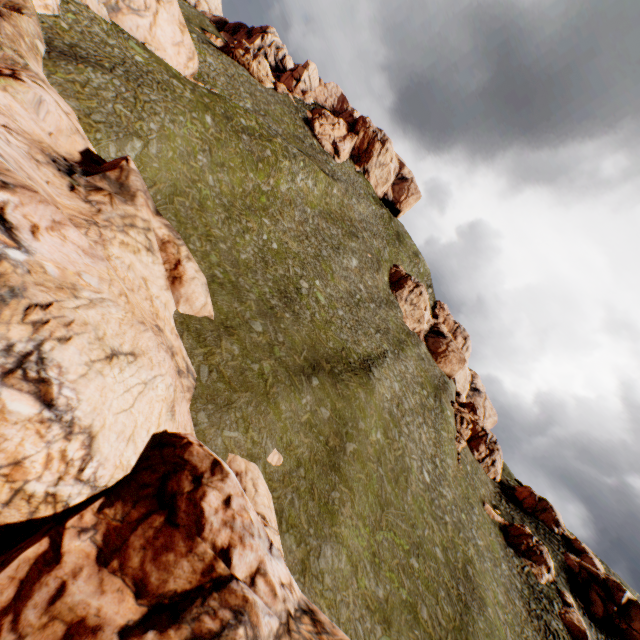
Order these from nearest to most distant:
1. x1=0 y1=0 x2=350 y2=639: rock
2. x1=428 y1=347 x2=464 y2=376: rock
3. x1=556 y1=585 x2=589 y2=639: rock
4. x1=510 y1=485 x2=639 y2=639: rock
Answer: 1. x1=0 y1=0 x2=350 y2=639: rock
2. x1=556 y1=585 x2=589 y2=639: rock
3. x1=510 y1=485 x2=639 y2=639: rock
4. x1=428 y1=347 x2=464 y2=376: rock

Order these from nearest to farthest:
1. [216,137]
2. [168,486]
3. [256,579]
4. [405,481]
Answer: [256,579] < [168,486] < [405,481] < [216,137]

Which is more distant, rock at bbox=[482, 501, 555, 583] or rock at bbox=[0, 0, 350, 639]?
rock at bbox=[482, 501, 555, 583]

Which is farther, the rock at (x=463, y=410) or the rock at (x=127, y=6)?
the rock at (x=463, y=410)

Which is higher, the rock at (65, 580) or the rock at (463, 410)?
the rock at (463, 410)

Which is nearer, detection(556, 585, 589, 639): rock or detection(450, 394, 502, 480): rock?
detection(556, 585, 589, 639): rock
